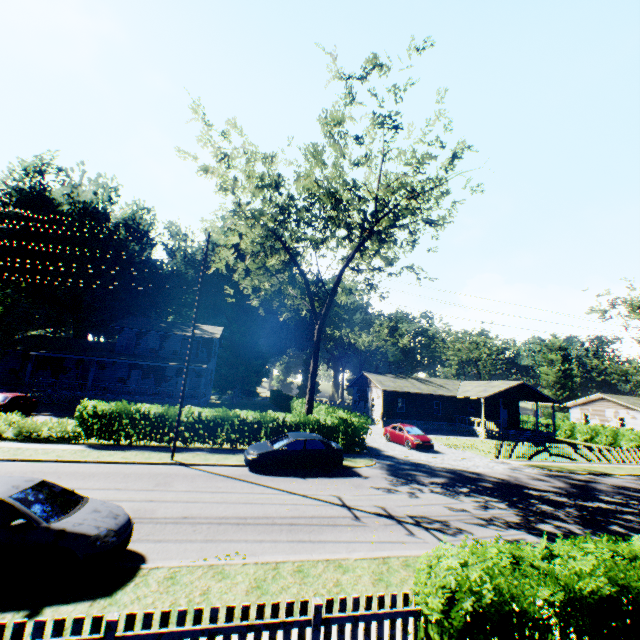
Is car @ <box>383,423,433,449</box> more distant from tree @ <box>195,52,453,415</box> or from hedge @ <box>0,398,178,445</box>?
tree @ <box>195,52,453,415</box>

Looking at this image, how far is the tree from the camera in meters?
17.4

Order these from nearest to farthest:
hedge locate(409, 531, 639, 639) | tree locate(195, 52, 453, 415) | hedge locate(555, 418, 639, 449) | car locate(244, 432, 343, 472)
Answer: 1. hedge locate(409, 531, 639, 639)
2. car locate(244, 432, 343, 472)
3. tree locate(195, 52, 453, 415)
4. hedge locate(555, 418, 639, 449)

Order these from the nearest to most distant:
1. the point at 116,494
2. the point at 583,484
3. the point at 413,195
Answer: the point at 116,494, the point at 583,484, the point at 413,195

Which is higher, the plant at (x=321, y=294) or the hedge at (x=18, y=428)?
the plant at (x=321, y=294)

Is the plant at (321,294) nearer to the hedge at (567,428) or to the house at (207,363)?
the house at (207,363)

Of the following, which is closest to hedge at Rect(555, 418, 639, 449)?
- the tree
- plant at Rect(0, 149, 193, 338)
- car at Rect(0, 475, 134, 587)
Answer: plant at Rect(0, 149, 193, 338)

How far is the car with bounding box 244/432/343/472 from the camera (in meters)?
15.06
